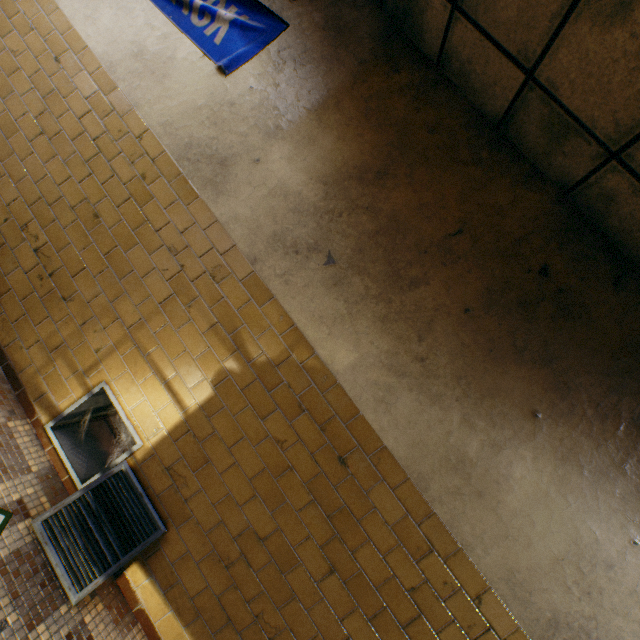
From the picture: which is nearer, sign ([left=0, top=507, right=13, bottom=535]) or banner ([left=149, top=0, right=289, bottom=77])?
sign ([left=0, top=507, right=13, bottom=535])

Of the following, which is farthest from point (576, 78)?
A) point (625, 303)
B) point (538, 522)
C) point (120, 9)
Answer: point (120, 9)

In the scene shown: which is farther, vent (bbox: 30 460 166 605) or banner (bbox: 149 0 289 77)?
banner (bbox: 149 0 289 77)

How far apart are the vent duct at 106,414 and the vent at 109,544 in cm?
8

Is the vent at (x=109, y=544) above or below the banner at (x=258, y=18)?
below

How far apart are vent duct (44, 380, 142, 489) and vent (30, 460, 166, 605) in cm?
8

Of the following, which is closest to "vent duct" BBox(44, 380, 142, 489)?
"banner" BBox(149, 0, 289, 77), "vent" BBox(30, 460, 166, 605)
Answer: "vent" BBox(30, 460, 166, 605)

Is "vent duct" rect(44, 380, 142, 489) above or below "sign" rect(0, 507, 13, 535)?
above
